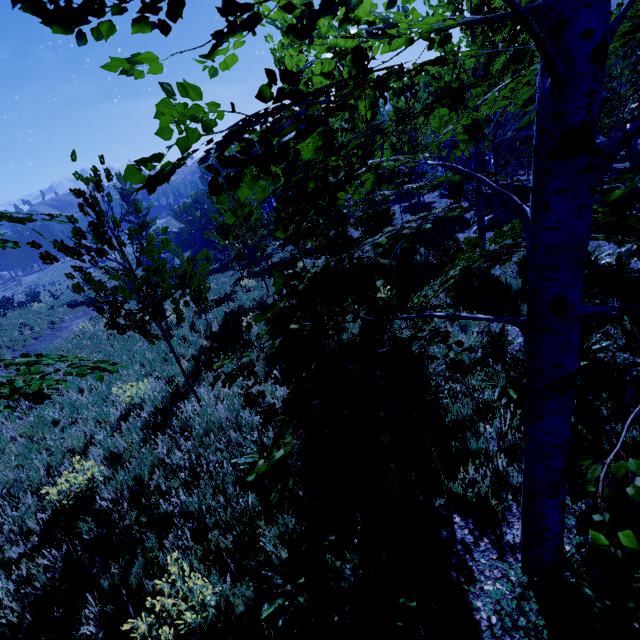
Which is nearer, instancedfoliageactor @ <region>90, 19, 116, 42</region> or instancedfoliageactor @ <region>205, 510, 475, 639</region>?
instancedfoliageactor @ <region>90, 19, 116, 42</region>

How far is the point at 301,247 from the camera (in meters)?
8.46

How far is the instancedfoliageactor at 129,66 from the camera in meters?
1.0 m

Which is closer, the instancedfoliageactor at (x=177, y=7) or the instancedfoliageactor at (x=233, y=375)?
the instancedfoliageactor at (x=177, y=7)

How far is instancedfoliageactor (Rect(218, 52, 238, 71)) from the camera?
1.1 meters

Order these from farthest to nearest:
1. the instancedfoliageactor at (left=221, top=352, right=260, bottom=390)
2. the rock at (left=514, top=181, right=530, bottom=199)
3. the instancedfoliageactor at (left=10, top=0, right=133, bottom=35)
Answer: the rock at (left=514, top=181, right=530, bottom=199) → the instancedfoliageactor at (left=221, top=352, right=260, bottom=390) → the instancedfoliageactor at (left=10, top=0, right=133, bottom=35)

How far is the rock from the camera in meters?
16.8 m
